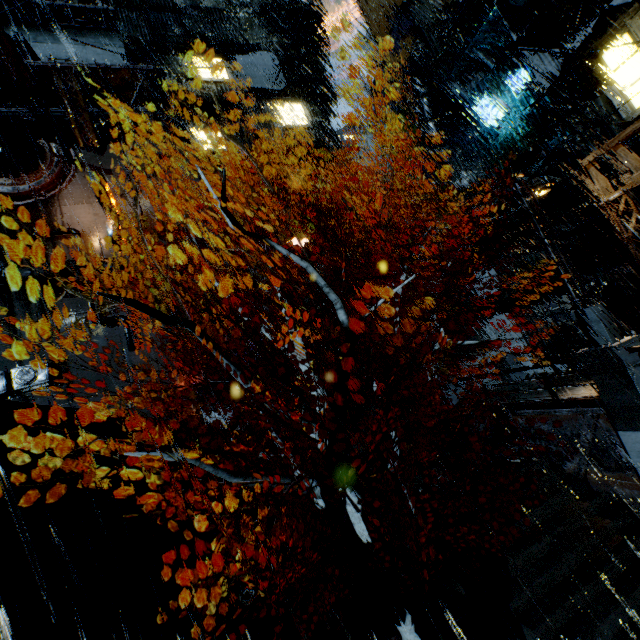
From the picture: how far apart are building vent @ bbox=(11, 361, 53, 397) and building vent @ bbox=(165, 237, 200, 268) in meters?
11.1 m

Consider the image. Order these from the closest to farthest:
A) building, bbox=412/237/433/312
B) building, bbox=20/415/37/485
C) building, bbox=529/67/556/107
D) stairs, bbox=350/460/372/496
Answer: building, bbox=20/415/37/485
stairs, bbox=350/460/372/496
building, bbox=529/67/556/107
building, bbox=412/237/433/312

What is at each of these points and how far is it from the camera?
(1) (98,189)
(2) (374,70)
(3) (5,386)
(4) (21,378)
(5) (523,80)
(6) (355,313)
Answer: (1) sign, 23.3m
(2) building, 55.8m
(3) building vent, 21.5m
(4) building vent, 21.9m
(5) sign, 17.5m
(6) building, 26.2m

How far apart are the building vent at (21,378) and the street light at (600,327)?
28.94m

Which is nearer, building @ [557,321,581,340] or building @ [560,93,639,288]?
building @ [560,93,639,288]

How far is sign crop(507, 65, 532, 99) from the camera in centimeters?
1733cm

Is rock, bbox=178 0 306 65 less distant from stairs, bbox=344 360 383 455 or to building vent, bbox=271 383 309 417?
stairs, bbox=344 360 383 455

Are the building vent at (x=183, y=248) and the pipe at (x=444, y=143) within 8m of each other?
no
